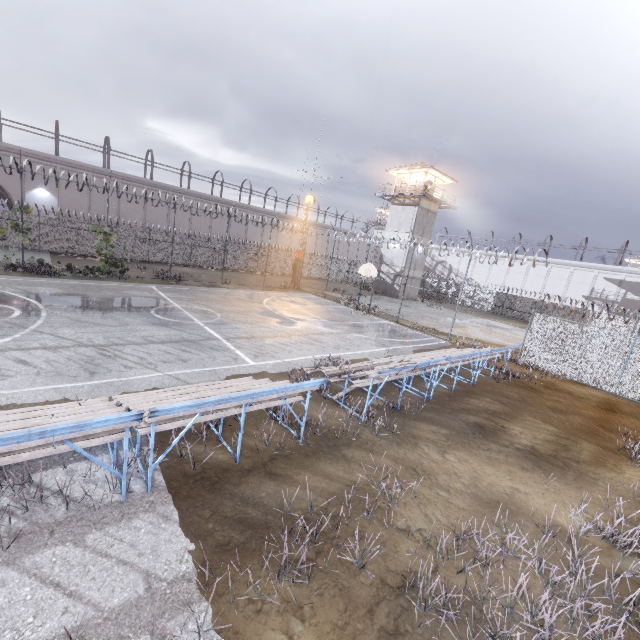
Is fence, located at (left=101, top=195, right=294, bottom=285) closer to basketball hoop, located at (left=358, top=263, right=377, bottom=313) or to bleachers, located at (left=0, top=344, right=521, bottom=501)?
basketball hoop, located at (left=358, top=263, right=377, bottom=313)

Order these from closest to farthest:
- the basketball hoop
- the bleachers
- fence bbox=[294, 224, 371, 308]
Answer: the bleachers, the basketball hoop, fence bbox=[294, 224, 371, 308]

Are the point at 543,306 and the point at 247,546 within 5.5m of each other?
no

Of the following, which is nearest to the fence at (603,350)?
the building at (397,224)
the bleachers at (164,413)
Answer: the bleachers at (164,413)

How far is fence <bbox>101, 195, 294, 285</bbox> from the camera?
28.62m

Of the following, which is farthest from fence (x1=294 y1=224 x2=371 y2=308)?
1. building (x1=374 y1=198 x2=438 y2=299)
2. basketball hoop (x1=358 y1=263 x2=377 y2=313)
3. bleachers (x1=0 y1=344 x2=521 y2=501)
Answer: building (x1=374 y1=198 x2=438 y2=299)

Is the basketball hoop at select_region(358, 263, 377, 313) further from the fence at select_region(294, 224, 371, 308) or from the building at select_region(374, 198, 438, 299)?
the building at select_region(374, 198, 438, 299)

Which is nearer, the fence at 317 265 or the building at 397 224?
the fence at 317 265
